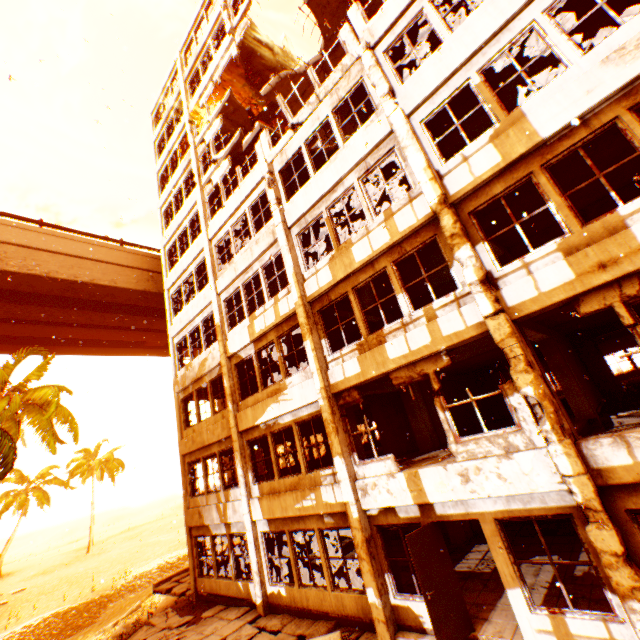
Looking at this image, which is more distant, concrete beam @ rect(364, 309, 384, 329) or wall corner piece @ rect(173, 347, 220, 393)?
wall corner piece @ rect(173, 347, 220, 393)

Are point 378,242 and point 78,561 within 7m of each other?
no

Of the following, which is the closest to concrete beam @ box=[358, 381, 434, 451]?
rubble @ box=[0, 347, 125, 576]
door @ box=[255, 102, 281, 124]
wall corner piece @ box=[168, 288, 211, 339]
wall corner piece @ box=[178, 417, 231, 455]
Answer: rubble @ box=[0, 347, 125, 576]

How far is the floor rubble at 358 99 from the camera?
10.80m

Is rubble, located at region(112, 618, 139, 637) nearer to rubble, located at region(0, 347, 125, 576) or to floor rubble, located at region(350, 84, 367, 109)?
rubble, located at region(0, 347, 125, 576)

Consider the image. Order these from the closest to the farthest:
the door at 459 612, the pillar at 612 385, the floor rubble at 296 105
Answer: the door at 459 612, the pillar at 612 385, the floor rubble at 296 105

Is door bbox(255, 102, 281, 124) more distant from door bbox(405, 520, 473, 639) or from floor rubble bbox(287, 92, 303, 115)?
door bbox(405, 520, 473, 639)

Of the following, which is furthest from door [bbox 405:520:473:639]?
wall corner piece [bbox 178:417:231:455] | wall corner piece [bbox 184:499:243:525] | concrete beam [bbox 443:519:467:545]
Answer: wall corner piece [bbox 178:417:231:455]
